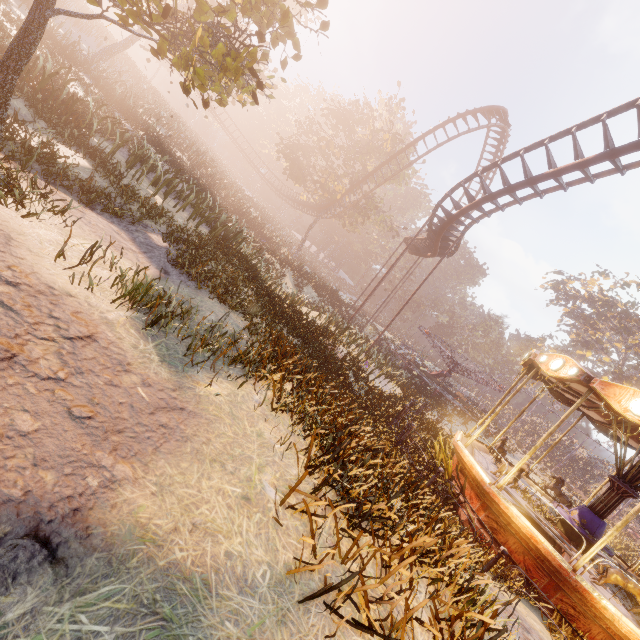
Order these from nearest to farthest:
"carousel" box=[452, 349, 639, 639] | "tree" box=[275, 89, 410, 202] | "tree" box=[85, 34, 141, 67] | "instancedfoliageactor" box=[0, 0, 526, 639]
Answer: "instancedfoliageactor" box=[0, 0, 526, 639]
"carousel" box=[452, 349, 639, 639]
"tree" box=[85, 34, 141, 67]
"tree" box=[275, 89, 410, 202]

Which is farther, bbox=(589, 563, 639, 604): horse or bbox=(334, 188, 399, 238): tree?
bbox=(334, 188, 399, 238): tree

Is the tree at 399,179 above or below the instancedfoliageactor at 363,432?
above

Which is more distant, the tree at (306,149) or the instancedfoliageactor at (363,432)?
the tree at (306,149)

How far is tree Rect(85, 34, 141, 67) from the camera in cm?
1991

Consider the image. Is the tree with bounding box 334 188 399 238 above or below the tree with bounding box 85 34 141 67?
above

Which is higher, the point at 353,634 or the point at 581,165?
the point at 581,165

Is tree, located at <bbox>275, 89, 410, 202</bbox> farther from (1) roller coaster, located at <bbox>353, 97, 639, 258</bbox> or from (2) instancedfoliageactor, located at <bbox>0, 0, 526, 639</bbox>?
(2) instancedfoliageactor, located at <bbox>0, 0, 526, 639</bbox>
